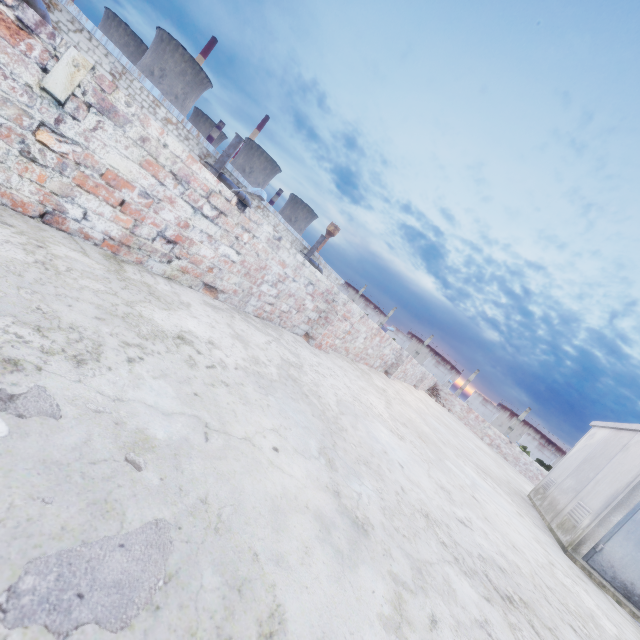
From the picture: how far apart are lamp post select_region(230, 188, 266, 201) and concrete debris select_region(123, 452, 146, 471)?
12.8 meters

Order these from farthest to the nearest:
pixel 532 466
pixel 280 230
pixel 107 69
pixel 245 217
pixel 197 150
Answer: pixel 280 230 < pixel 197 150 < pixel 107 69 < pixel 532 466 < pixel 245 217

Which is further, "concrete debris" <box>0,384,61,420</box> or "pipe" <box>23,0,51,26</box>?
"pipe" <box>23,0,51,26</box>

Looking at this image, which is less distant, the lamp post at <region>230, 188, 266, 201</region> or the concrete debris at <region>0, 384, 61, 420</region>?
the concrete debris at <region>0, 384, 61, 420</region>

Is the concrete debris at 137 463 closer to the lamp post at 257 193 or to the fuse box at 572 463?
the fuse box at 572 463

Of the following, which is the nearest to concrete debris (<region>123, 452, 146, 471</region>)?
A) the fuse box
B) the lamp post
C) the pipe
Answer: the fuse box

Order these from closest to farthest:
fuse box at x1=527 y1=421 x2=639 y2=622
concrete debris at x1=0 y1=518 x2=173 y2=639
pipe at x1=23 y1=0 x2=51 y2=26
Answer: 1. concrete debris at x1=0 y1=518 x2=173 y2=639
2. fuse box at x1=527 y1=421 x2=639 y2=622
3. pipe at x1=23 y1=0 x2=51 y2=26

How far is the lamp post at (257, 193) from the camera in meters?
12.7 m
